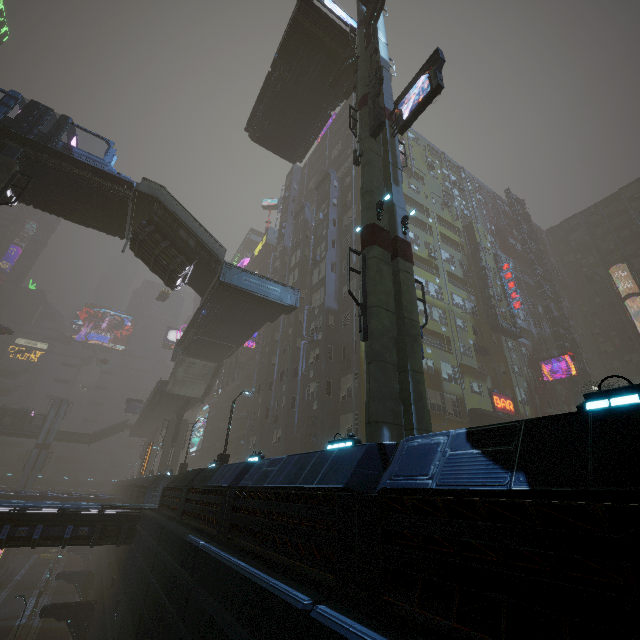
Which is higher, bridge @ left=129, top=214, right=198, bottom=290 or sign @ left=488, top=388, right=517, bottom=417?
bridge @ left=129, top=214, right=198, bottom=290

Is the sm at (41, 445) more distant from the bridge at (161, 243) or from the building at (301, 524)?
the bridge at (161, 243)

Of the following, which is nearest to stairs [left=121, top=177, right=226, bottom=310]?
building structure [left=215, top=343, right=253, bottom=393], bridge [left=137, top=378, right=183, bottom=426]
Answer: bridge [left=137, top=378, right=183, bottom=426]

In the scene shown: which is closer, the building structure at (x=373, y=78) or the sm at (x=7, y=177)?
the building structure at (x=373, y=78)

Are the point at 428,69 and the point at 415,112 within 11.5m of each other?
yes

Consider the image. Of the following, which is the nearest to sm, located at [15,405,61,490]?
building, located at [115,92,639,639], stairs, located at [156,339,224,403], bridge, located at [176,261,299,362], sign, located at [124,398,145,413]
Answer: building, located at [115,92,639,639]

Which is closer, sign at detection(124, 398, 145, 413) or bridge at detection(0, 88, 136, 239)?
bridge at detection(0, 88, 136, 239)

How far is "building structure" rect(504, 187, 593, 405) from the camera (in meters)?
39.86
